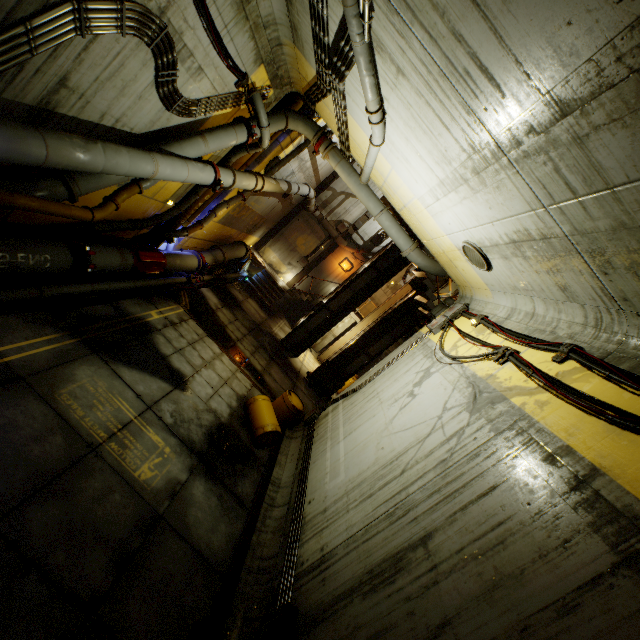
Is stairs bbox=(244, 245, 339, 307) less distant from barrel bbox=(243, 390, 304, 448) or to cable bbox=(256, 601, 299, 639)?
cable bbox=(256, 601, 299, 639)

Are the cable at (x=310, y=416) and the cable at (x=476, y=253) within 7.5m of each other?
yes

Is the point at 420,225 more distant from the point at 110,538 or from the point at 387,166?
the point at 110,538

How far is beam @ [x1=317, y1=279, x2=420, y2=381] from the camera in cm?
1587

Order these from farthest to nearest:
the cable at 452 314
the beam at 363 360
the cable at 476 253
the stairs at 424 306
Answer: the beam at 363 360 → the stairs at 424 306 → the cable at 476 253 → the cable at 452 314

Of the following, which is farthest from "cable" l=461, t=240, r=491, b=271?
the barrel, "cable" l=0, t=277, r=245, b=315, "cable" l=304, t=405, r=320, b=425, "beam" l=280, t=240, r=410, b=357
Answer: "beam" l=280, t=240, r=410, b=357

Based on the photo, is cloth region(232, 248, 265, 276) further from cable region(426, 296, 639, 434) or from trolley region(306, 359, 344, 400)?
cable region(426, 296, 639, 434)

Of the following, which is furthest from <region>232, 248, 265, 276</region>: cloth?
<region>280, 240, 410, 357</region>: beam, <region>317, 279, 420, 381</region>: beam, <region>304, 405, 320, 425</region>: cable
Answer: <region>304, 405, 320, 425</region>: cable
